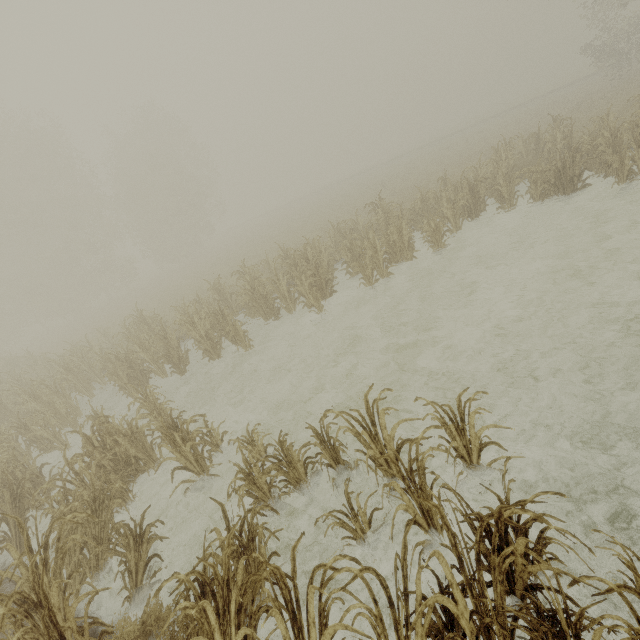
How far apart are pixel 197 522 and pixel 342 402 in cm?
342

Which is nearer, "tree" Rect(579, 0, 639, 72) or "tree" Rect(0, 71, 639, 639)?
"tree" Rect(0, 71, 639, 639)

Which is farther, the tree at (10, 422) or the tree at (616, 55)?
the tree at (616, 55)
